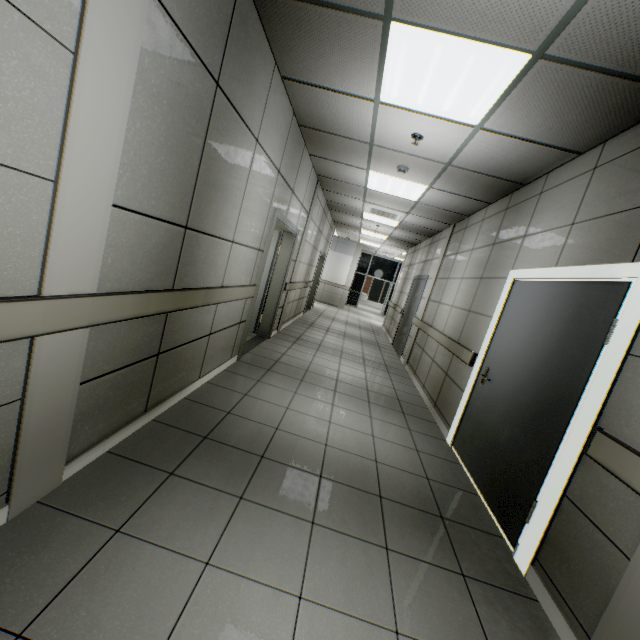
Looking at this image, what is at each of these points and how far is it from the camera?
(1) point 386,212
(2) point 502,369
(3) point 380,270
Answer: (1) air conditioning vent, 7.3m
(2) door, 3.2m
(3) doorway, 18.8m

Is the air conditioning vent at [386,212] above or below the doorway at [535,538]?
above

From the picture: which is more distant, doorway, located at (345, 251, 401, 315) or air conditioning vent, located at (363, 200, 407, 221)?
doorway, located at (345, 251, 401, 315)

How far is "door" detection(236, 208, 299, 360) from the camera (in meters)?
4.49

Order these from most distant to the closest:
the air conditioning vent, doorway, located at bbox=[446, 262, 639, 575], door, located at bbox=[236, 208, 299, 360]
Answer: Result: the air conditioning vent < door, located at bbox=[236, 208, 299, 360] < doorway, located at bbox=[446, 262, 639, 575]

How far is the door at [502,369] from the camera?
2.24m

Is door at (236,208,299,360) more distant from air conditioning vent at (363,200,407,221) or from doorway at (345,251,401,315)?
doorway at (345,251,401,315)

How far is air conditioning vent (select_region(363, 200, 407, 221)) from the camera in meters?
7.0
